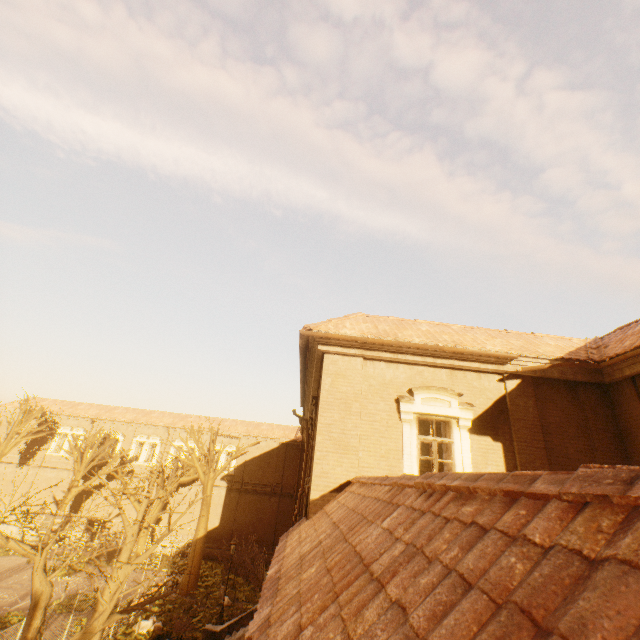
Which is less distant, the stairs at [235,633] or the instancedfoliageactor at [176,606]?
the stairs at [235,633]

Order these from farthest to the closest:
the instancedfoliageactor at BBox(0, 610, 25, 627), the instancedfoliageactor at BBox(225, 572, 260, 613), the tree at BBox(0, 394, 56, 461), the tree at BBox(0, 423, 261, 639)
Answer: the tree at BBox(0, 394, 56, 461) < the instancedfoliageactor at BBox(225, 572, 260, 613) < the instancedfoliageactor at BBox(0, 610, 25, 627) < the tree at BBox(0, 423, 261, 639)

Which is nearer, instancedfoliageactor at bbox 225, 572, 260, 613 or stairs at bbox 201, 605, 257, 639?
stairs at bbox 201, 605, 257, 639

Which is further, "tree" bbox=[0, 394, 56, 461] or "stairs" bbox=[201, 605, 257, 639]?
"tree" bbox=[0, 394, 56, 461]

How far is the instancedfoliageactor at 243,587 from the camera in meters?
19.6 m

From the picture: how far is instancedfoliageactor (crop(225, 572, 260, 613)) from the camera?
19.6 meters

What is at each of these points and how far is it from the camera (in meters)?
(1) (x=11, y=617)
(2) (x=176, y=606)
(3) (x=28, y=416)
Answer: (1) instancedfoliageactor, 15.34
(2) instancedfoliageactor, 18.66
(3) tree, 28.30

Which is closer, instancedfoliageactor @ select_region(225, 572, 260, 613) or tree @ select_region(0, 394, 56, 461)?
instancedfoliageactor @ select_region(225, 572, 260, 613)
